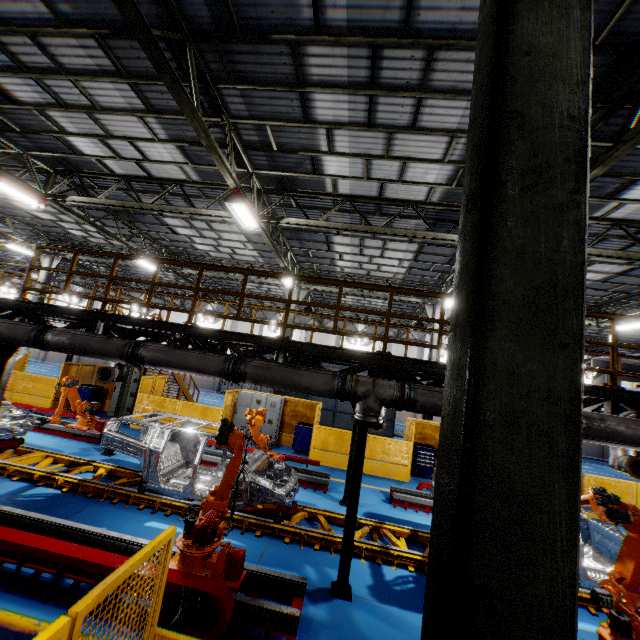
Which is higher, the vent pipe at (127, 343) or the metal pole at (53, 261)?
the metal pole at (53, 261)

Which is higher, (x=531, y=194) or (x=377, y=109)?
(x=377, y=109)

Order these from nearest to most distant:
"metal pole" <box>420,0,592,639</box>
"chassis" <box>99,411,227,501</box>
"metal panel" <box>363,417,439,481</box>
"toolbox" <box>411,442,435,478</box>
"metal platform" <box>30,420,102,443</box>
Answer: "metal pole" <box>420,0,592,639</box>
"chassis" <box>99,411,227,501</box>
"metal platform" <box>30,420,102,443</box>
"metal panel" <box>363,417,439,481</box>
"toolbox" <box>411,442,435,478</box>

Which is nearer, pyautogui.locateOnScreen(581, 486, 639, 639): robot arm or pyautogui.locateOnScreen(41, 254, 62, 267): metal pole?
pyautogui.locateOnScreen(581, 486, 639, 639): robot arm

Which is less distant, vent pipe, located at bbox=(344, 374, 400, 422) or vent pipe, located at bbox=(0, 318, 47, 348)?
vent pipe, located at bbox=(344, 374, 400, 422)

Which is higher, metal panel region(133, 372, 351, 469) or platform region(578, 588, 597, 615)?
metal panel region(133, 372, 351, 469)

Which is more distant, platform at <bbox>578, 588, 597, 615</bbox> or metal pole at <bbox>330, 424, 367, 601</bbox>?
platform at <bbox>578, 588, 597, 615</bbox>

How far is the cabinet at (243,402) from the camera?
14.6m
